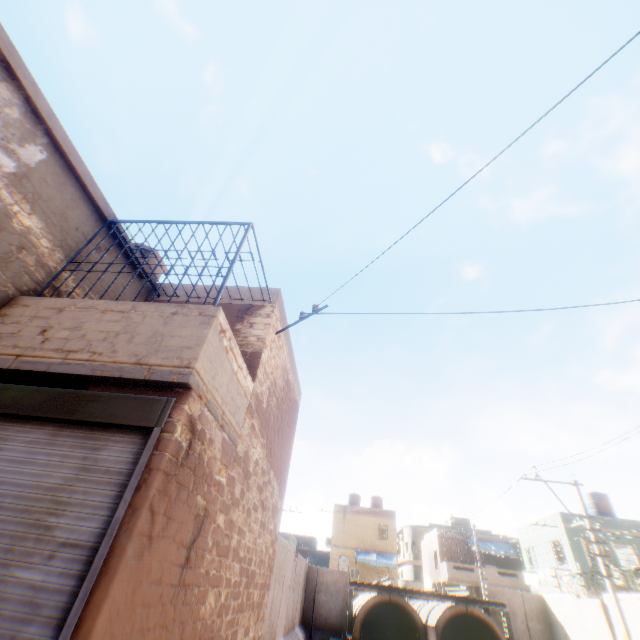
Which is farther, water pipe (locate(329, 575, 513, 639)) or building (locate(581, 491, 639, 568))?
building (locate(581, 491, 639, 568))

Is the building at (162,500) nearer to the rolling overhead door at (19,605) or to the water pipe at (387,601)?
the rolling overhead door at (19,605)

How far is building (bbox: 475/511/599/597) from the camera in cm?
2054

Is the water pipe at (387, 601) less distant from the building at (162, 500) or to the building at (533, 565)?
the building at (533, 565)

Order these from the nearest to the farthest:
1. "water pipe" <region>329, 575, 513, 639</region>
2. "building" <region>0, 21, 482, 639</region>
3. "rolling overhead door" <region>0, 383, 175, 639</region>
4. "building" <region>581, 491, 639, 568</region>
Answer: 1. "rolling overhead door" <region>0, 383, 175, 639</region>
2. "building" <region>0, 21, 482, 639</region>
3. "water pipe" <region>329, 575, 513, 639</region>
4. "building" <region>581, 491, 639, 568</region>

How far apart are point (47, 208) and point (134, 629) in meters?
6.5

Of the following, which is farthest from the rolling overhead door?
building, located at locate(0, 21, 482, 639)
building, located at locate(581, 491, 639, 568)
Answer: building, located at locate(581, 491, 639, 568)

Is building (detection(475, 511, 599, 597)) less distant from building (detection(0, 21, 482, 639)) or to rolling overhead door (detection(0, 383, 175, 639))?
building (detection(0, 21, 482, 639))
